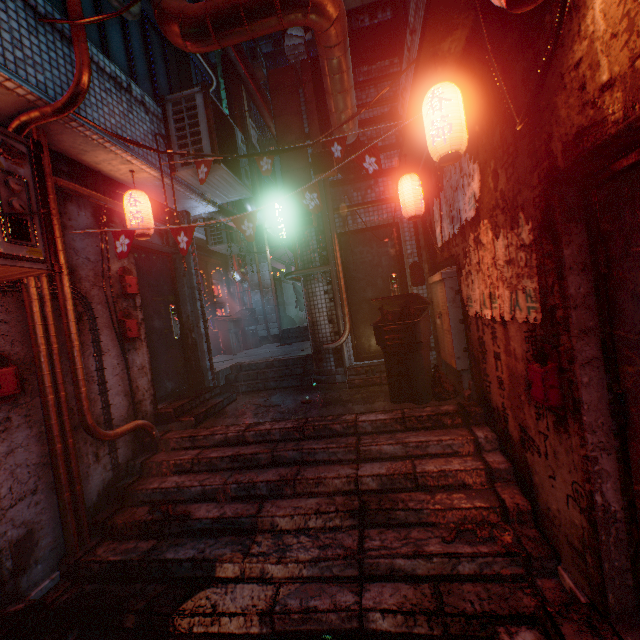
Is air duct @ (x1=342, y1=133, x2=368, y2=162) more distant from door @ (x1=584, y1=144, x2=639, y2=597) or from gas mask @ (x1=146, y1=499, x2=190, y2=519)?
gas mask @ (x1=146, y1=499, x2=190, y2=519)

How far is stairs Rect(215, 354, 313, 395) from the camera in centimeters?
519cm

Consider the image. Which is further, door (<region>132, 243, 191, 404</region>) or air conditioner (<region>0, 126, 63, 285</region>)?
door (<region>132, 243, 191, 404</region>)

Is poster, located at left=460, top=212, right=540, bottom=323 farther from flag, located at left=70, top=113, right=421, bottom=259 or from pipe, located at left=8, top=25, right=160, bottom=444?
pipe, located at left=8, top=25, right=160, bottom=444

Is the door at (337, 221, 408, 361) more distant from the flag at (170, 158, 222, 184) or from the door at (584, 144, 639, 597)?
the door at (584, 144, 639, 597)

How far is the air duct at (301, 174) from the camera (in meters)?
4.60

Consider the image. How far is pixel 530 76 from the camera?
1.51m

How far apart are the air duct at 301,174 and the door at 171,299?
1.8 meters
